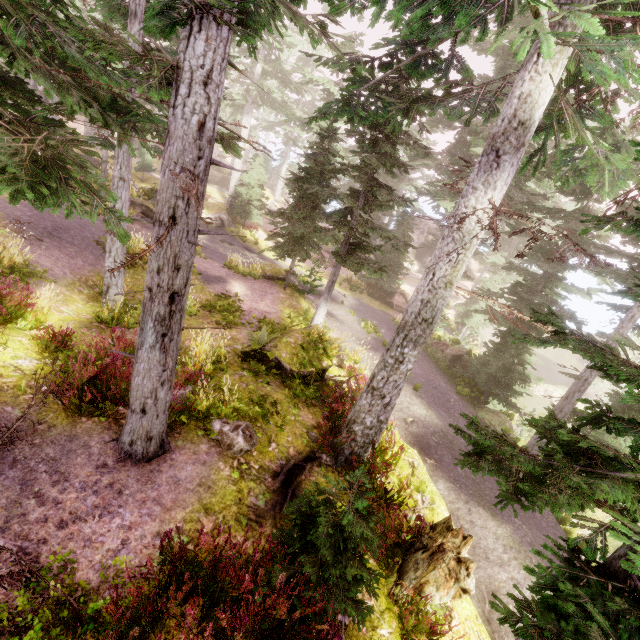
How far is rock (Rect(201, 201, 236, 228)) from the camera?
28.9m

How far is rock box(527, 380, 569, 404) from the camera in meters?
30.3 m

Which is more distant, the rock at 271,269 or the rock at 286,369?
the rock at 271,269

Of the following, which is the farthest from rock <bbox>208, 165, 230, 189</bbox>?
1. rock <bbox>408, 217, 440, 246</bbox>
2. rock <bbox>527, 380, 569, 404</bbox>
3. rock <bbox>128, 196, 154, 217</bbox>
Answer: rock <bbox>527, 380, 569, 404</bbox>

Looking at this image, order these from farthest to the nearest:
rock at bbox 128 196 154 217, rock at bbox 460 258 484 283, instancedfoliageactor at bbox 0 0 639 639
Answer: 1. rock at bbox 460 258 484 283
2. rock at bbox 128 196 154 217
3. instancedfoliageactor at bbox 0 0 639 639

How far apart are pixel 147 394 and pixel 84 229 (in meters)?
13.41

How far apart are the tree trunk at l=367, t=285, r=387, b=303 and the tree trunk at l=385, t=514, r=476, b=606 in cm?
1902

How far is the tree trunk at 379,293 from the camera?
24.5m
